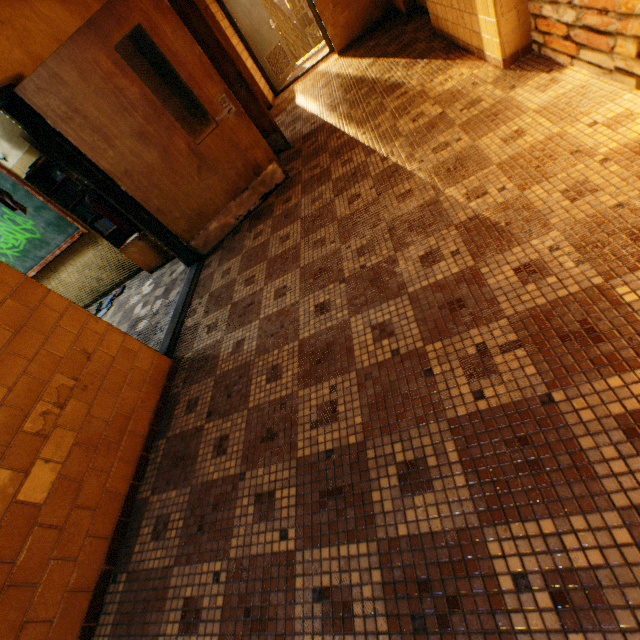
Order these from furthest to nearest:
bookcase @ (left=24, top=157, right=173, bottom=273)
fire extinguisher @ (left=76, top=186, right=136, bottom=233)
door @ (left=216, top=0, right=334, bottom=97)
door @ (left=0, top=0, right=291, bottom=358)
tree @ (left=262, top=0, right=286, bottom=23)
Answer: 1. tree @ (left=262, top=0, right=286, bottom=23)
2. door @ (left=216, top=0, right=334, bottom=97)
3. bookcase @ (left=24, top=157, right=173, bottom=273)
4. fire extinguisher @ (left=76, top=186, right=136, bottom=233)
5. door @ (left=0, top=0, right=291, bottom=358)

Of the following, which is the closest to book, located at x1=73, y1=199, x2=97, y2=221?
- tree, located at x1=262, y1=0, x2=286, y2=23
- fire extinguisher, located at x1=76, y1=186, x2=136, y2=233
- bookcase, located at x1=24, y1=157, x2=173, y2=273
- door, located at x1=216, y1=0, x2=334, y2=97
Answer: bookcase, located at x1=24, y1=157, x2=173, y2=273

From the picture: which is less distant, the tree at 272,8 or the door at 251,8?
the door at 251,8

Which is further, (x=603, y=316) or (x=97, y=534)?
(x=97, y=534)

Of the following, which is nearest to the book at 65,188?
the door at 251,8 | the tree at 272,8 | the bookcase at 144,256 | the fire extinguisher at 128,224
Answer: the bookcase at 144,256

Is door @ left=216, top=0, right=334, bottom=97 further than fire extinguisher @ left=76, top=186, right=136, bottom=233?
Yes

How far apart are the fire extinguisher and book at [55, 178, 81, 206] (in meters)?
0.53
